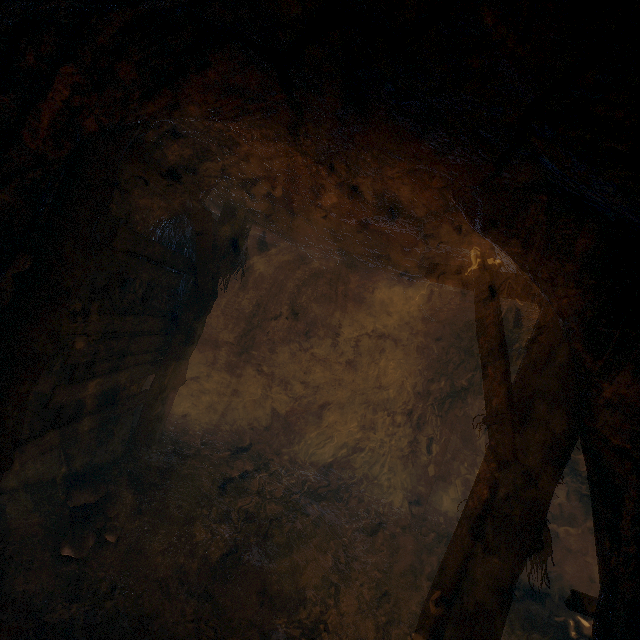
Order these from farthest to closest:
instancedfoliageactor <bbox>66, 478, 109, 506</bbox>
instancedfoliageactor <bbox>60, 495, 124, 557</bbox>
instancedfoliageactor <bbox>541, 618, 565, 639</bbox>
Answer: instancedfoliageactor <bbox>541, 618, 565, 639</bbox>
instancedfoliageactor <bbox>66, 478, 109, 506</bbox>
instancedfoliageactor <bbox>60, 495, 124, 557</bbox>

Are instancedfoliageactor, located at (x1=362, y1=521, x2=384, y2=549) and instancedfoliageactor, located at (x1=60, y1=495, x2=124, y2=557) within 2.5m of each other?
no

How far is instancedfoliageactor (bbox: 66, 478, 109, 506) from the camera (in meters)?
3.94

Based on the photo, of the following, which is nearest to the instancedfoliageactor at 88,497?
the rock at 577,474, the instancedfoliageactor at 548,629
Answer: the instancedfoliageactor at 548,629

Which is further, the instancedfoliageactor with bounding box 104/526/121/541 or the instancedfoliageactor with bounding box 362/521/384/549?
the instancedfoliageactor with bounding box 362/521/384/549

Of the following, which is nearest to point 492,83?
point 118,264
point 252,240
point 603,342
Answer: point 603,342

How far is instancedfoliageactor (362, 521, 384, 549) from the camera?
5.46m

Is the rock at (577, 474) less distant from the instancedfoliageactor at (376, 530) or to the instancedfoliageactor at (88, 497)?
the instancedfoliageactor at (376, 530)
